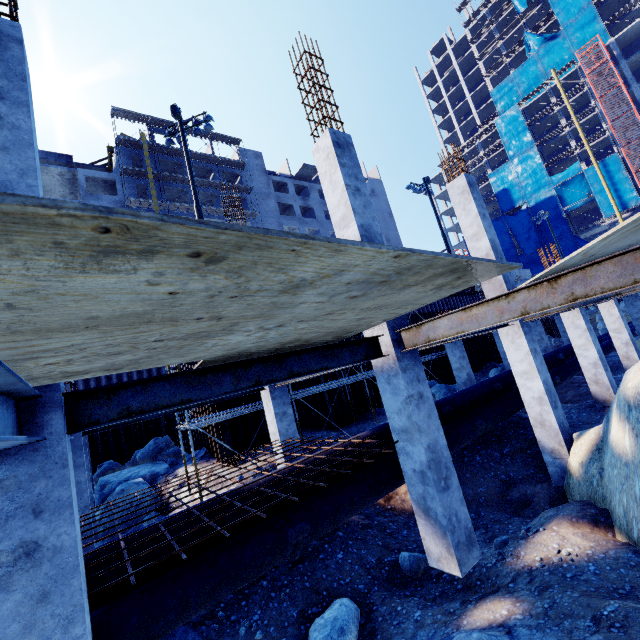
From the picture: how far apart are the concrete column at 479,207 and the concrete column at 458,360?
6.2m

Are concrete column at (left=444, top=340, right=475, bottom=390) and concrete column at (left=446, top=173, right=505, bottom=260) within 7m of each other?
yes

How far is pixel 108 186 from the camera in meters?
38.1 m

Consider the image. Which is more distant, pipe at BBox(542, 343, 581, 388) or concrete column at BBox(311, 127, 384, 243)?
pipe at BBox(542, 343, 581, 388)

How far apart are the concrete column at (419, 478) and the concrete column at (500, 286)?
4.34m

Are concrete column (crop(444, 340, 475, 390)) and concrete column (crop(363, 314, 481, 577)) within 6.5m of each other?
no

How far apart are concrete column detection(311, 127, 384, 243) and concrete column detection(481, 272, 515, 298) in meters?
4.3

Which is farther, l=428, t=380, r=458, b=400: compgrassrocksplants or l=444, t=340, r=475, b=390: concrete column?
l=428, t=380, r=458, b=400: compgrassrocksplants
